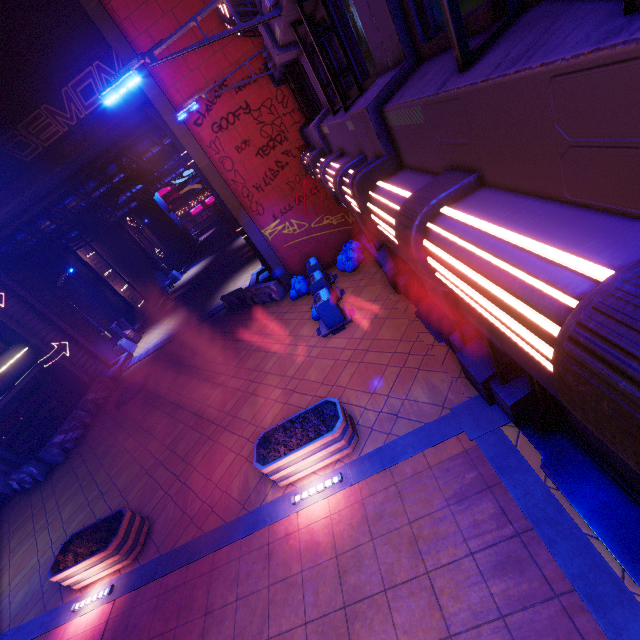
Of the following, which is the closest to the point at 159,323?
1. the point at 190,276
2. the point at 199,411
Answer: the point at 190,276

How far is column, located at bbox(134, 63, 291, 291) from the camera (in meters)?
10.81

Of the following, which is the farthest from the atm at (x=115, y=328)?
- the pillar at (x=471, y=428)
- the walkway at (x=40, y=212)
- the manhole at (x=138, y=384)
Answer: the pillar at (x=471, y=428)

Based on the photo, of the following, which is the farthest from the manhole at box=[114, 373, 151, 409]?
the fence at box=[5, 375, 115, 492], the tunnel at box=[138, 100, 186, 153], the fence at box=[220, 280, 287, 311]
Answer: the fence at box=[220, 280, 287, 311]

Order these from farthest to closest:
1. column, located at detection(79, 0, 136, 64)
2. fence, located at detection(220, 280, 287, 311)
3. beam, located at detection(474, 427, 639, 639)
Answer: fence, located at detection(220, 280, 287, 311)
column, located at detection(79, 0, 136, 64)
beam, located at detection(474, 427, 639, 639)

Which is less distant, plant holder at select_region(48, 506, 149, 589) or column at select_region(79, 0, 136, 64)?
plant holder at select_region(48, 506, 149, 589)

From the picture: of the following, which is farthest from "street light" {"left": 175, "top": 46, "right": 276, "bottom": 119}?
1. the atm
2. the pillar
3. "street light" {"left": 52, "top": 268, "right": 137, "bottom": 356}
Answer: the atm

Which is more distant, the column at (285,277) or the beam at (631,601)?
the column at (285,277)
